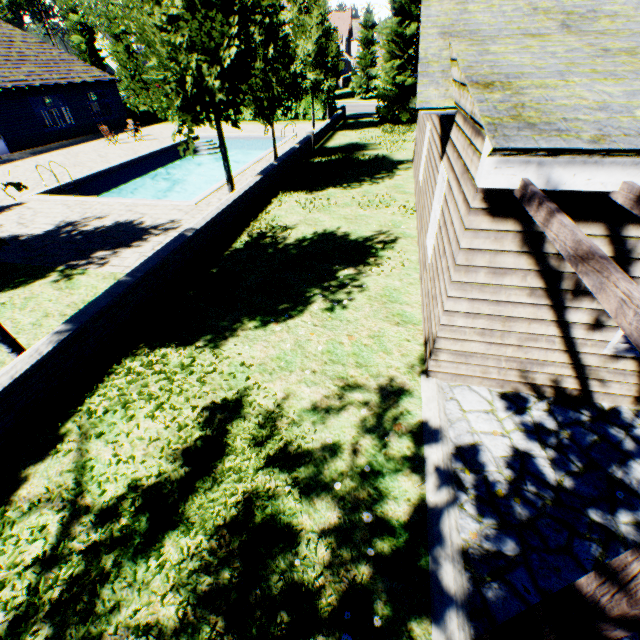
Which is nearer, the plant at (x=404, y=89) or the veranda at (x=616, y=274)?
the veranda at (x=616, y=274)

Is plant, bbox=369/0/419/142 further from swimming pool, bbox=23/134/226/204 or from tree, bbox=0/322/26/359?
swimming pool, bbox=23/134/226/204

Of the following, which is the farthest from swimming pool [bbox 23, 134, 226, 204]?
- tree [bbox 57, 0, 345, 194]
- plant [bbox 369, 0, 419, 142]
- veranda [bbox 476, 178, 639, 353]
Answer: veranda [bbox 476, 178, 639, 353]

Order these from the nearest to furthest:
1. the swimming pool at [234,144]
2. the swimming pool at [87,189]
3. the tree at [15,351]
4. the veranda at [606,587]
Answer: the veranda at [606,587]
the tree at [15,351]
the swimming pool at [87,189]
the swimming pool at [234,144]

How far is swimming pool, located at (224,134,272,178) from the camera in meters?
17.3 m

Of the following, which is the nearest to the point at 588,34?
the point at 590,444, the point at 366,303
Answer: the point at 366,303

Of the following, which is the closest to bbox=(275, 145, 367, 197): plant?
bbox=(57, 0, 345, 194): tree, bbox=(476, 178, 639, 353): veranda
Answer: bbox=(57, 0, 345, 194): tree

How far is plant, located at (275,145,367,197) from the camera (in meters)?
13.39
